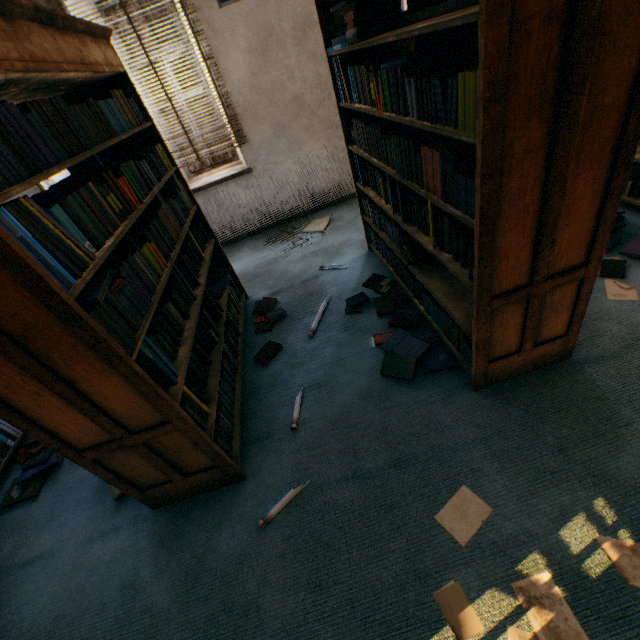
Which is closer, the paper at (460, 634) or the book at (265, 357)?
the paper at (460, 634)

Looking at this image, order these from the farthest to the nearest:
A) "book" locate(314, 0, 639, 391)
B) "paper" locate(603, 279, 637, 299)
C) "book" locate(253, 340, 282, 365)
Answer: "book" locate(253, 340, 282, 365) < "paper" locate(603, 279, 637, 299) < "book" locate(314, 0, 639, 391)

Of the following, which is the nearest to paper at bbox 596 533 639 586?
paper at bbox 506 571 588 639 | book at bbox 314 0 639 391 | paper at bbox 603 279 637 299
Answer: paper at bbox 506 571 588 639

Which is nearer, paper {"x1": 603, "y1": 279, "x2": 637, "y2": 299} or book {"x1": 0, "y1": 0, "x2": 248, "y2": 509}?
book {"x1": 0, "y1": 0, "x2": 248, "y2": 509}

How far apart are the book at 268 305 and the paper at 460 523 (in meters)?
1.90

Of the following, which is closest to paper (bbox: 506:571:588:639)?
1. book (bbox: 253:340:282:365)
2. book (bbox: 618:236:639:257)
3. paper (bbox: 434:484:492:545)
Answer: paper (bbox: 434:484:492:545)

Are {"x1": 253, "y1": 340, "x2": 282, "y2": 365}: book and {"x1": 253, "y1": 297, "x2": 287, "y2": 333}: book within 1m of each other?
yes

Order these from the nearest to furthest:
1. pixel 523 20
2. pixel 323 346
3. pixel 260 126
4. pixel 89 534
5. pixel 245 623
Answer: pixel 523 20, pixel 245 623, pixel 89 534, pixel 323 346, pixel 260 126
